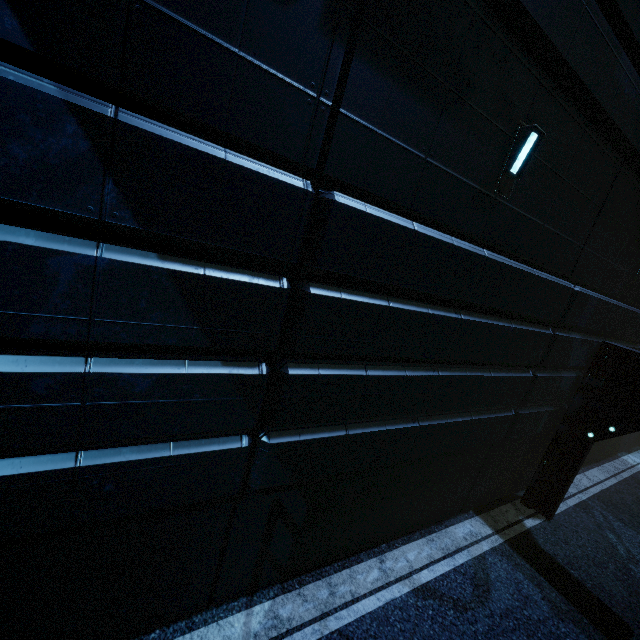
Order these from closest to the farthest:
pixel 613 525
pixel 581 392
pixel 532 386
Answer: pixel 532 386, pixel 581 392, pixel 613 525
